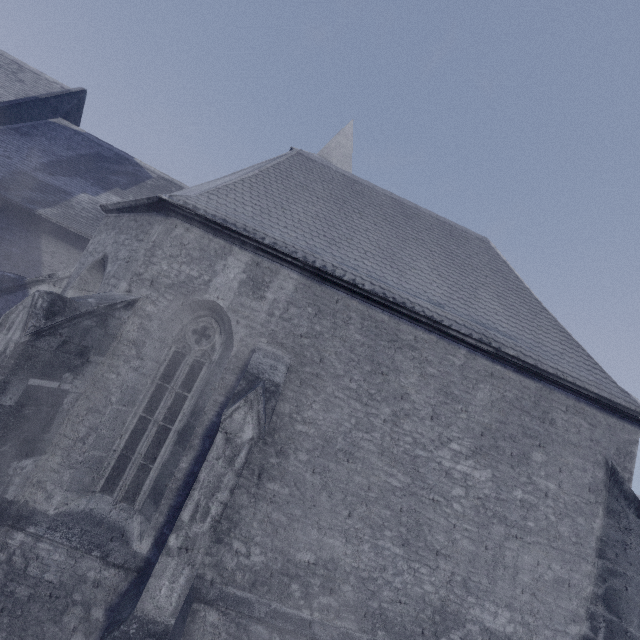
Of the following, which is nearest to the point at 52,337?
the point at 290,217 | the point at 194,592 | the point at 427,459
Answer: the point at 194,592
